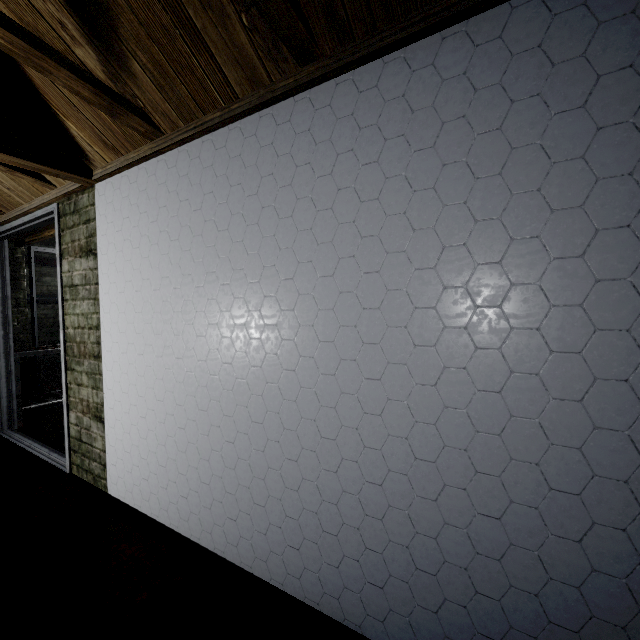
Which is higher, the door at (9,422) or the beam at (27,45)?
the beam at (27,45)

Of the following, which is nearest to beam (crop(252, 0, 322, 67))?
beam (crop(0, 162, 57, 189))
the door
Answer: beam (crop(0, 162, 57, 189))

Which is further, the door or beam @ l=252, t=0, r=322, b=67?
the door

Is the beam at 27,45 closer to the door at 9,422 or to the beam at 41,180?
the beam at 41,180

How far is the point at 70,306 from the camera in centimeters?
228cm

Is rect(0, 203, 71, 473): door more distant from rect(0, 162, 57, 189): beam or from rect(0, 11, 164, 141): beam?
rect(0, 11, 164, 141): beam
